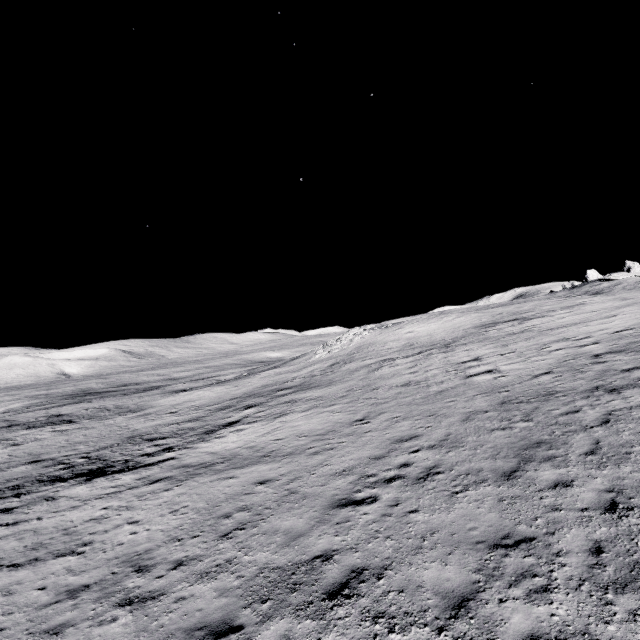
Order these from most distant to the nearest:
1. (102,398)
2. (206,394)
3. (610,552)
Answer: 1. (102,398)
2. (206,394)
3. (610,552)
